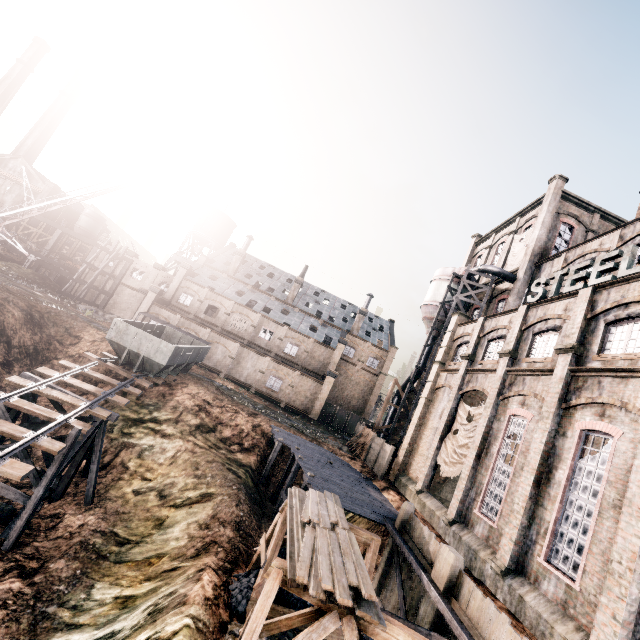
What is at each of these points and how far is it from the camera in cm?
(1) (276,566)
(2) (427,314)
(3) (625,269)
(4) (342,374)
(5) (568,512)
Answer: (1) wooden support structure, 948
(2) silo, 3772
(3) sign, 1480
(4) building, 5428
(5) building, 1285

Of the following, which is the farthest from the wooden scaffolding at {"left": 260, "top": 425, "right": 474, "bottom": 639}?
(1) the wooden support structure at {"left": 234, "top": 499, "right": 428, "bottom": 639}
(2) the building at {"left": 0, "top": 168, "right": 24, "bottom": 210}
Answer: (2) the building at {"left": 0, "top": 168, "right": 24, "bottom": 210}

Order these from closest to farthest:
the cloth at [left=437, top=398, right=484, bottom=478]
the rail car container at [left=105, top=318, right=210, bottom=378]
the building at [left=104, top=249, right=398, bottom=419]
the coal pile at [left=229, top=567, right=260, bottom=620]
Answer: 1. the coal pile at [left=229, top=567, right=260, bottom=620]
2. the cloth at [left=437, top=398, right=484, bottom=478]
3. the rail car container at [left=105, top=318, right=210, bottom=378]
4. the building at [left=104, top=249, right=398, bottom=419]

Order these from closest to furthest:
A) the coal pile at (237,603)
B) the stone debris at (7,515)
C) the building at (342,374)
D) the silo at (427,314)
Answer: the coal pile at (237,603), the stone debris at (7,515), the silo at (427,314), the building at (342,374)

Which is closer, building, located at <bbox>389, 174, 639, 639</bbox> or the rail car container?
building, located at <bbox>389, 174, 639, 639</bbox>

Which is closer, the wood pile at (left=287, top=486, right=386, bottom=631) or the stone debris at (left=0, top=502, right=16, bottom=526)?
the wood pile at (left=287, top=486, right=386, bottom=631)

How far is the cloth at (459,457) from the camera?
20.4m

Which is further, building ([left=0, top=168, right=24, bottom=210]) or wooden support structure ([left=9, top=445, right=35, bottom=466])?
building ([left=0, top=168, right=24, bottom=210])
